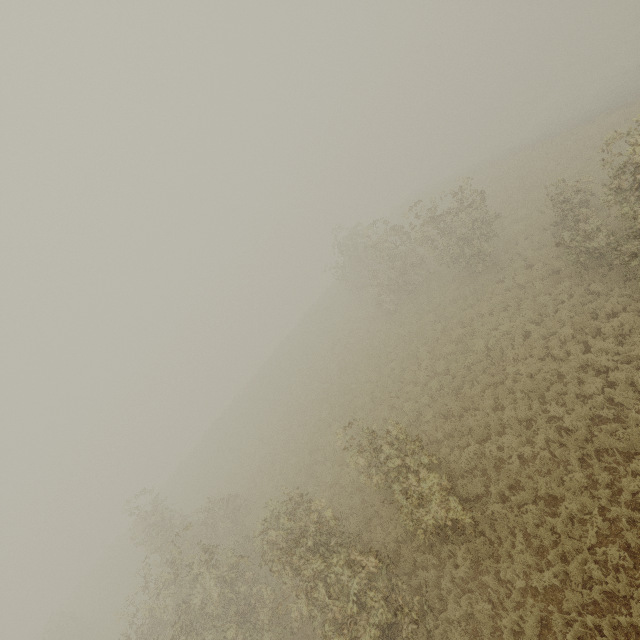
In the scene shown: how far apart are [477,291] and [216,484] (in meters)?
25.50
